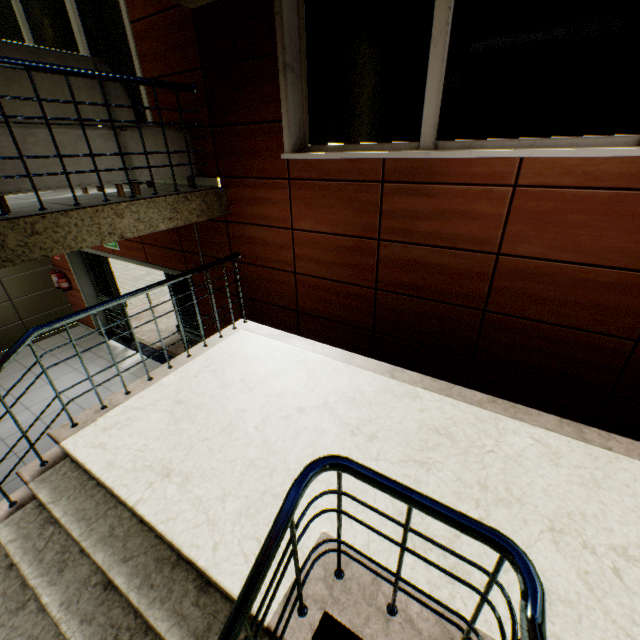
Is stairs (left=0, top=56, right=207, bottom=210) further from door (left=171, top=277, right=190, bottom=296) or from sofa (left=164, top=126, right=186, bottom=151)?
door (left=171, top=277, right=190, bottom=296)

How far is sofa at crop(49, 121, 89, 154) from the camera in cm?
259

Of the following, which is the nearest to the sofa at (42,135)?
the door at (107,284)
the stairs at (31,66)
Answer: the stairs at (31,66)

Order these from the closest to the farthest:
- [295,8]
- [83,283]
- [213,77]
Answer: [295,8], [213,77], [83,283]

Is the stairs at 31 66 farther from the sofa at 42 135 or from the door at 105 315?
the door at 105 315

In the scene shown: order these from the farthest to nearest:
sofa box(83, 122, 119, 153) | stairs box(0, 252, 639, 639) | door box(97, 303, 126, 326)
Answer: door box(97, 303, 126, 326) → sofa box(83, 122, 119, 153) → stairs box(0, 252, 639, 639)
